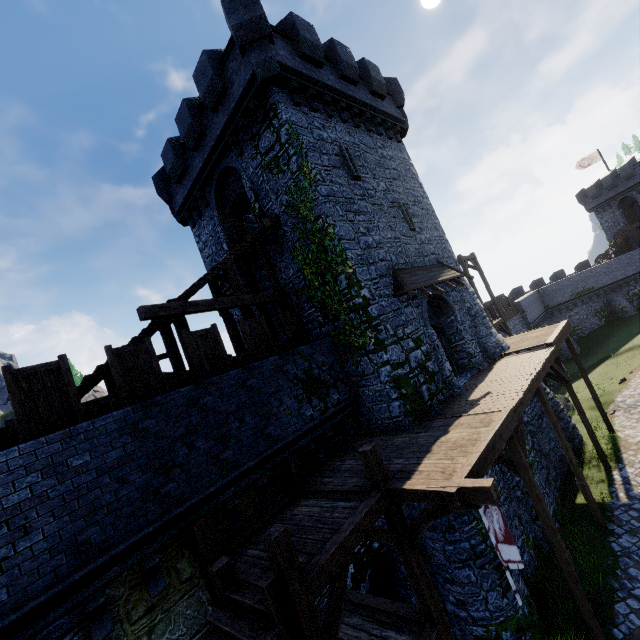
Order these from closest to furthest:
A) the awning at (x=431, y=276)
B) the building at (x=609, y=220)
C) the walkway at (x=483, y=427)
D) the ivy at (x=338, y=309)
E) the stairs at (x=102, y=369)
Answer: the walkway at (x=483, y=427) → the stairs at (x=102, y=369) → the ivy at (x=338, y=309) → the awning at (x=431, y=276) → the building at (x=609, y=220)

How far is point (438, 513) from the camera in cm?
672

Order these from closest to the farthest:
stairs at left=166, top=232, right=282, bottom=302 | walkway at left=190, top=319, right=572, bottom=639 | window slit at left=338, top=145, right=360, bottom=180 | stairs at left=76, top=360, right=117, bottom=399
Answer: walkway at left=190, top=319, right=572, bottom=639 → stairs at left=76, top=360, right=117, bottom=399 → stairs at left=166, top=232, right=282, bottom=302 → window slit at left=338, top=145, right=360, bottom=180

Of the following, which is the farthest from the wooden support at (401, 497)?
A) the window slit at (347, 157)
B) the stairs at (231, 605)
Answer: the window slit at (347, 157)

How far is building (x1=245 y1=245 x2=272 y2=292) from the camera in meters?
14.7

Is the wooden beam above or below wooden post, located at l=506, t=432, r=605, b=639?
above

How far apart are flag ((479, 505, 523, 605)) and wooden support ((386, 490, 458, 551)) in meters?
0.8 m

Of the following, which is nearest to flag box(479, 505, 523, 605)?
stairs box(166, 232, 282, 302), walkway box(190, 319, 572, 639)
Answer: walkway box(190, 319, 572, 639)
